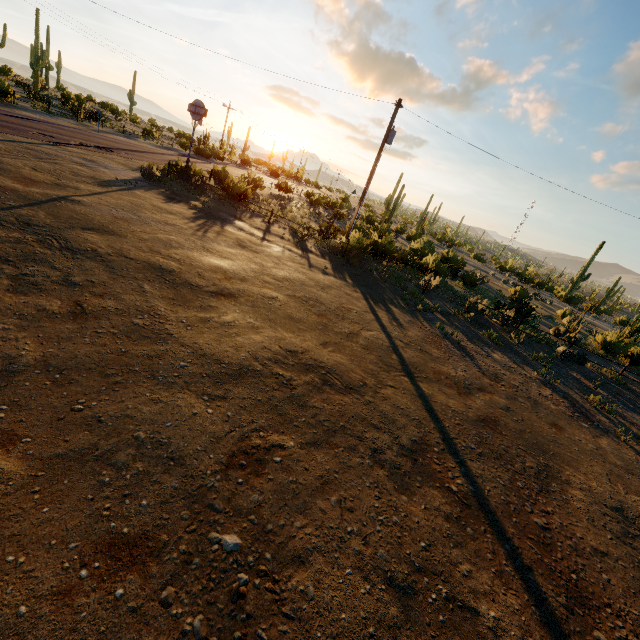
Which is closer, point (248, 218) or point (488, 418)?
point (488, 418)

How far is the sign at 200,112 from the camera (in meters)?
19.51

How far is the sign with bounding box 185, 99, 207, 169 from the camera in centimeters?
1951cm
